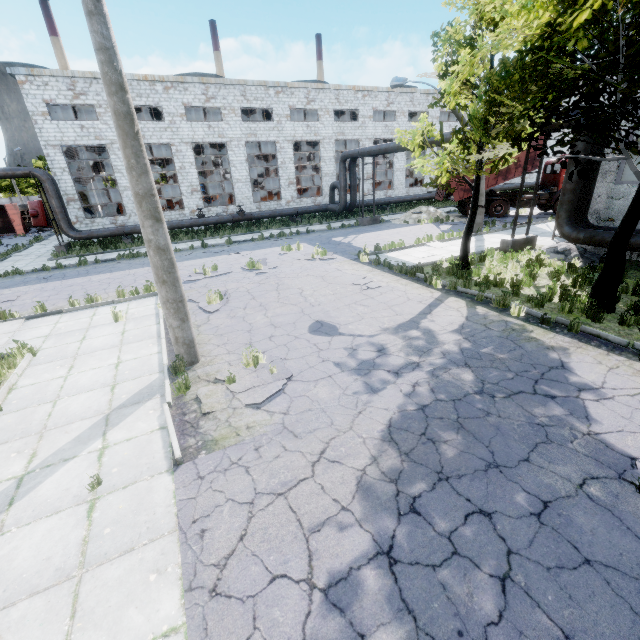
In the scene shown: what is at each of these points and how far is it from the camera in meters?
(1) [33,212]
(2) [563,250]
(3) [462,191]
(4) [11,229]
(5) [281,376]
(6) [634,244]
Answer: (1) truck, 35.6
(2) concrete debris, 13.0
(3) truck dump body, 23.3
(4) truck dump body, 35.0
(5) asphalt debris, 6.6
(6) pipe, 10.6

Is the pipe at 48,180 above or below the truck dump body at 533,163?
below

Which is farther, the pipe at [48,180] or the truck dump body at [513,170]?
the truck dump body at [513,170]

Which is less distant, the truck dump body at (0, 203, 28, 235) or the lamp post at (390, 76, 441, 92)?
the lamp post at (390, 76, 441, 92)

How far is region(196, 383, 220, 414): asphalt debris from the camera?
5.75m

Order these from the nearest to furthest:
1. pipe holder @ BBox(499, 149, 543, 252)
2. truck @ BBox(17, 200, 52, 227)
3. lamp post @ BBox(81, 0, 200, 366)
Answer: lamp post @ BBox(81, 0, 200, 366)
pipe holder @ BBox(499, 149, 543, 252)
truck @ BBox(17, 200, 52, 227)

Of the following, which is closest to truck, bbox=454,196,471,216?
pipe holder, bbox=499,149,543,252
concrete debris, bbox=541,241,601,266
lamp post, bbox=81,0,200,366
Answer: pipe holder, bbox=499,149,543,252

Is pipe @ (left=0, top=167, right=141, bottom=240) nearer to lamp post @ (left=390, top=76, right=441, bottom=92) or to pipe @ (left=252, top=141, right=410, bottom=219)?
pipe @ (left=252, top=141, right=410, bottom=219)
